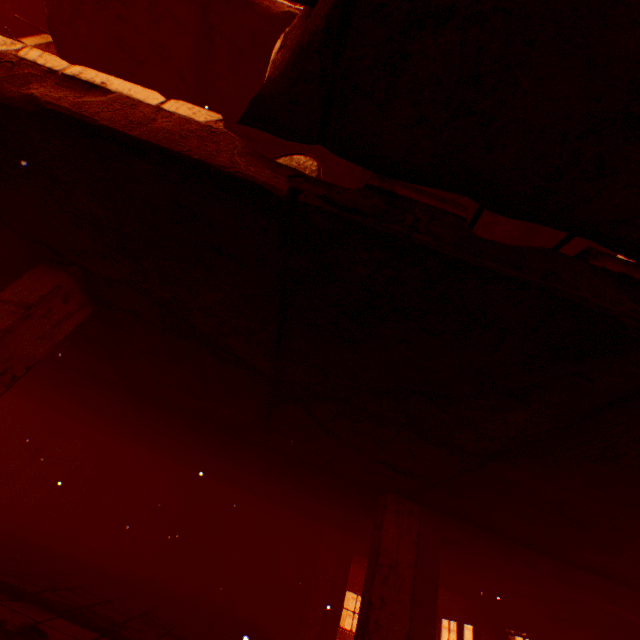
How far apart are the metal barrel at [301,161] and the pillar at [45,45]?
7.1 meters

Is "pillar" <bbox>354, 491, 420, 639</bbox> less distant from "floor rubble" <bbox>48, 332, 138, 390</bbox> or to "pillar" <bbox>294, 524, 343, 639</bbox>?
"floor rubble" <bbox>48, 332, 138, 390</bbox>

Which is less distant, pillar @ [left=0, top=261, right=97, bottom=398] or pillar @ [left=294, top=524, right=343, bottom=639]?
pillar @ [left=0, top=261, right=97, bottom=398]

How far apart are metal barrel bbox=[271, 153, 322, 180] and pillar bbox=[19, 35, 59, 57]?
7.09m

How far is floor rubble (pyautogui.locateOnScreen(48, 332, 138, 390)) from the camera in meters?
4.6 m

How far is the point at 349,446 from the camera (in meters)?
4.32

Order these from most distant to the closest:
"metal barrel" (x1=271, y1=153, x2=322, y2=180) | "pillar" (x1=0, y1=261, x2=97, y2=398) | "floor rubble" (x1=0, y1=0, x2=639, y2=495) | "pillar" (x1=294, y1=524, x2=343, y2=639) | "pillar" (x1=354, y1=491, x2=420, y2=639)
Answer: "pillar" (x1=294, y1=524, x2=343, y2=639) → "pillar" (x1=354, y1=491, x2=420, y2=639) → "pillar" (x1=0, y1=261, x2=97, y2=398) → "metal barrel" (x1=271, y1=153, x2=322, y2=180) → "floor rubble" (x1=0, y1=0, x2=639, y2=495)

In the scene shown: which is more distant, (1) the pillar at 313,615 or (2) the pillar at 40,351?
(1) the pillar at 313,615
